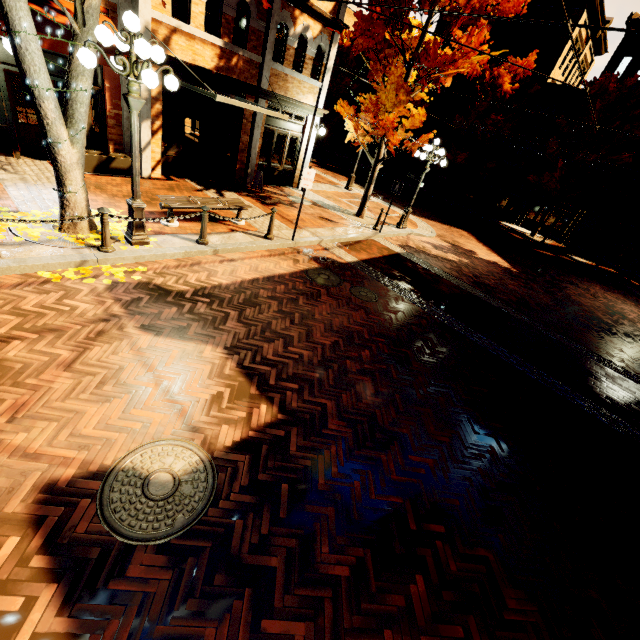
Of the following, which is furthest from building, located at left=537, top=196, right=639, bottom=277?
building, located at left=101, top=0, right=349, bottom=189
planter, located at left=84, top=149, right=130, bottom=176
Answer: planter, located at left=84, top=149, right=130, bottom=176

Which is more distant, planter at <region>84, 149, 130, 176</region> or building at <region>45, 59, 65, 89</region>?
planter at <region>84, 149, 130, 176</region>

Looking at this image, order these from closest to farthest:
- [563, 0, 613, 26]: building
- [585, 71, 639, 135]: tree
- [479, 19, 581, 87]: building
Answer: [585, 71, 639, 135]: tree, [563, 0, 613, 26]: building, [479, 19, 581, 87]: building

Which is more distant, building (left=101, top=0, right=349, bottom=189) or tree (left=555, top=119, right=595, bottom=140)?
tree (left=555, top=119, right=595, bottom=140)

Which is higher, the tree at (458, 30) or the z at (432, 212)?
the tree at (458, 30)

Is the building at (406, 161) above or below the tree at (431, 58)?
below

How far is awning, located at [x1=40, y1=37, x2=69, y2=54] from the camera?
6.54m

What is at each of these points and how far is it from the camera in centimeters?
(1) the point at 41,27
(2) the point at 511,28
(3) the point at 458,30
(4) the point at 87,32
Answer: (1) awning, 660cm
(2) building, 2519cm
(3) tree, 971cm
(4) tree, 518cm
